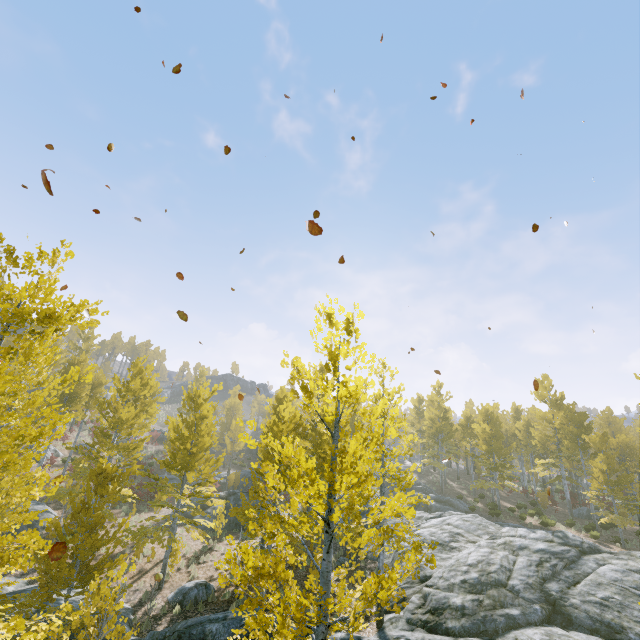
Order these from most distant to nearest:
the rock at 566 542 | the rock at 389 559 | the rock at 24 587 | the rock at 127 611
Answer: the rock at 389 559
the rock at 24 587
the rock at 127 611
the rock at 566 542

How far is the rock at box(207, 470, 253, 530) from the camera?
24.3 meters

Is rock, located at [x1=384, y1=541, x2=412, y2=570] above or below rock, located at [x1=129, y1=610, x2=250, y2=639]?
above

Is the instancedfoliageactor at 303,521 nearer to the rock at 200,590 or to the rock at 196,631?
the rock at 196,631

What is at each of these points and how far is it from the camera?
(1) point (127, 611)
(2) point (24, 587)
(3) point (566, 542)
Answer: (1) rock, 12.8 meters
(2) rock, 13.8 meters
(3) rock, 14.9 meters

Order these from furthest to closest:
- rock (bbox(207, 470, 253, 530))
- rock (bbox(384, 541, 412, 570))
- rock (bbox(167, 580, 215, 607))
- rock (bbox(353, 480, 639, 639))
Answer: rock (bbox(207, 470, 253, 530))
rock (bbox(384, 541, 412, 570))
rock (bbox(167, 580, 215, 607))
rock (bbox(353, 480, 639, 639))

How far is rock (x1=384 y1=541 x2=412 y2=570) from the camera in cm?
1672

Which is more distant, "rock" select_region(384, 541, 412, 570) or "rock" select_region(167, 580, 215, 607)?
"rock" select_region(384, 541, 412, 570)
